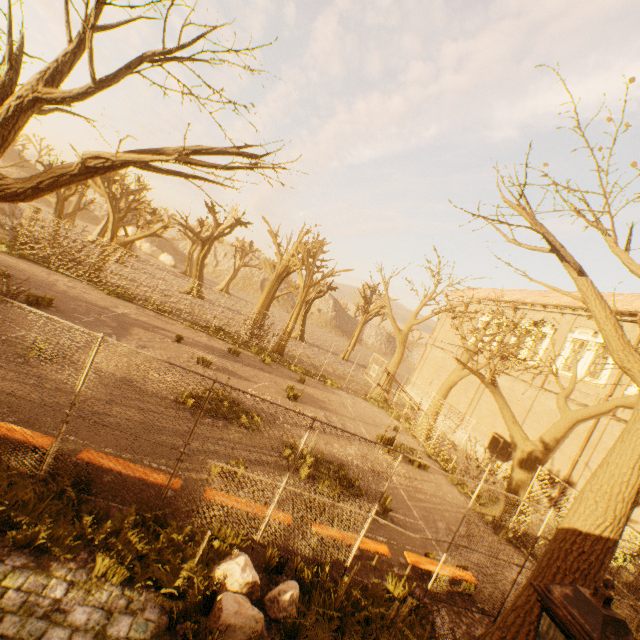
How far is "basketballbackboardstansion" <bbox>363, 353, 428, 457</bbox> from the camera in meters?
14.1 m

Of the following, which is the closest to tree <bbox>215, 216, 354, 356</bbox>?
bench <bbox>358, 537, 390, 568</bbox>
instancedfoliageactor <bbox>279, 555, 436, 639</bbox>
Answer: instancedfoliageactor <bbox>279, 555, 436, 639</bbox>

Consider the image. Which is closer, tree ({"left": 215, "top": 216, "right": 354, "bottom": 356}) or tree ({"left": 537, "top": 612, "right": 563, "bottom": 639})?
tree ({"left": 537, "top": 612, "right": 563, "bottom": 639})

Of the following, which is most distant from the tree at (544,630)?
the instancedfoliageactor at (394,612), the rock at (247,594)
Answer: the rock at (247,594)

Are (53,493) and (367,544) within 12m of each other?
yes

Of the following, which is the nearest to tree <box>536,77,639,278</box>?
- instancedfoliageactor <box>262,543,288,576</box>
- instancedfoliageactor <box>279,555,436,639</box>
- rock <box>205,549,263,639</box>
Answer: instancedfoliageactor <box>279,555,436,639</box>

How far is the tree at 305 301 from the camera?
24.8 meters

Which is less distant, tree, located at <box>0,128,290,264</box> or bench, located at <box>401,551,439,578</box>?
tree, located at <box>0,128,290,264</box>
